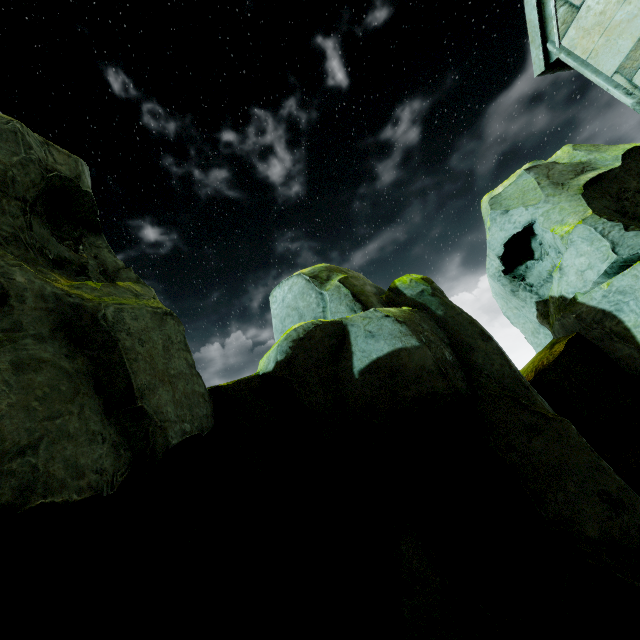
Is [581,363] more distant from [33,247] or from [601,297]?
[33,247]

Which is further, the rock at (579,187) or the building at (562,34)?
the building at (562,34)

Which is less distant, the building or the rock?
the rock
